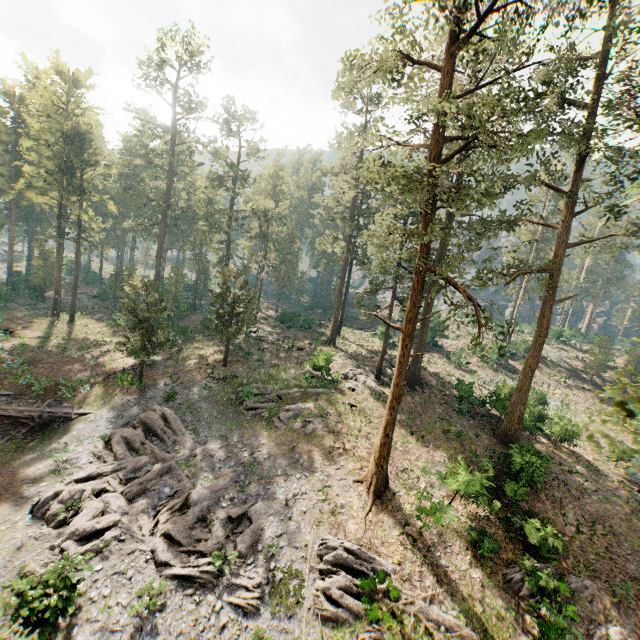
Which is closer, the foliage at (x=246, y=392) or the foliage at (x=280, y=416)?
the foliage at (x=280, y=416)

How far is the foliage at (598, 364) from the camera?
45.06m

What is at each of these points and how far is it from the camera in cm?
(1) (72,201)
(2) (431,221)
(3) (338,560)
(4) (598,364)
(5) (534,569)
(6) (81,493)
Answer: (1) foliage, 4081
(2) foliage, 1716
(3) foliage, 1538
(4) foliage, 4553
(5) foliage, 1612
(6) foliage, 1811

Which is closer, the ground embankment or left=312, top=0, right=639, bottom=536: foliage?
left=312, top=0, right=639, bottom=536: foliage

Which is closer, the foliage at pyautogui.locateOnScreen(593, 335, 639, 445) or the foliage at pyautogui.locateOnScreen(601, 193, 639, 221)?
the foliage at pyautogui.locateOnScreen(601, 193, 639, 221)

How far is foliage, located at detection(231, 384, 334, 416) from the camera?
25.6m
